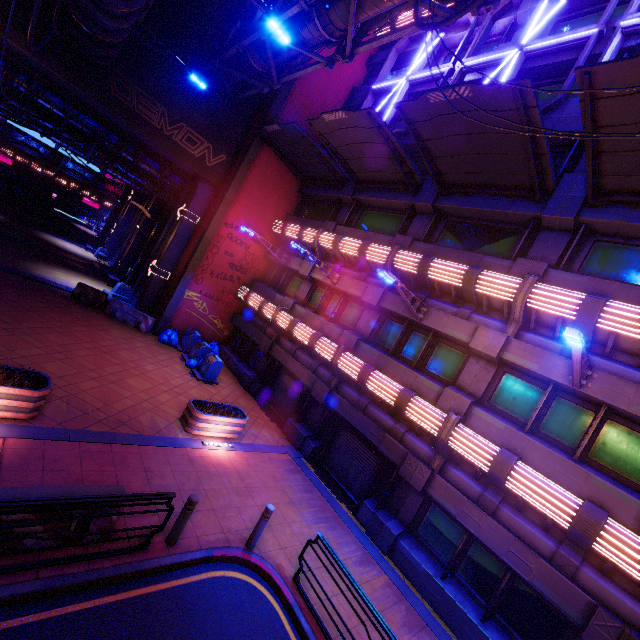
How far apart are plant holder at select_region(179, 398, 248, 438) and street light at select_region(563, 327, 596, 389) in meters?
9.9

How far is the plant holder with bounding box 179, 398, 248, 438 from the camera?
10.6m

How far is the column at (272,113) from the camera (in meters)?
17.59

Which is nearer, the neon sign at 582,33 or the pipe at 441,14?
the pipe at 441,14

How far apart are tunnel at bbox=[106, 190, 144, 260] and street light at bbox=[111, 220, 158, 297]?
13.14m

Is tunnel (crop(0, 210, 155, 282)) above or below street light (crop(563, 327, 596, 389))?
below

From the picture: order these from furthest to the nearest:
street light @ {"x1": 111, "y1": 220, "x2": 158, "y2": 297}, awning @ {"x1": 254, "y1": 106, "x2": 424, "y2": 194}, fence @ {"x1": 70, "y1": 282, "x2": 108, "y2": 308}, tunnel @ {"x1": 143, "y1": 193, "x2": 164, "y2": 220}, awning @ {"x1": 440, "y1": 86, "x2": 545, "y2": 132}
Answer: tunnel @ {"x1": 143, "y1": 193, "x2": 164, "y2": 220}
street light @ {"x1": 111, "y1": 220, "x2": 158, "y2": 297}
fence @ {"x1": 70, "y1": 282, "x2": 108, "y2": 308}
awning @ {"x1": 254, "y1": 106, "x2": 424, "y2": 194}
awning @ {"x1": 440, "y1": 86, "x2": 545, "y2": 132}

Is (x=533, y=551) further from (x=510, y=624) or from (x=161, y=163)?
(x=161, y=163)
